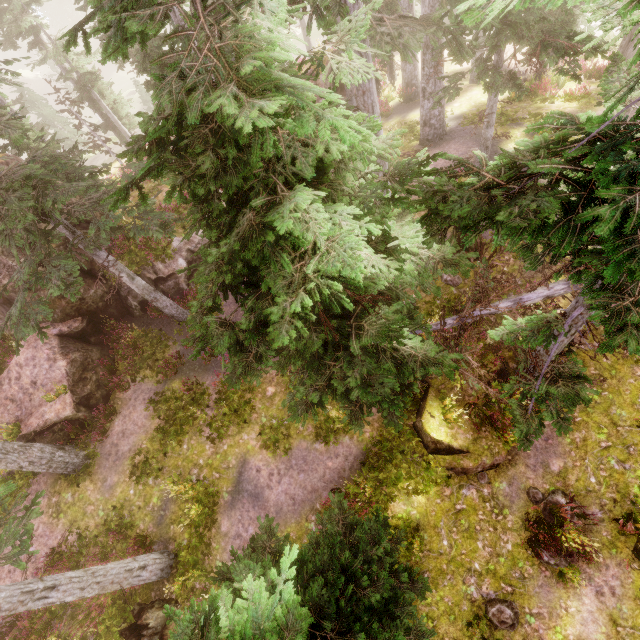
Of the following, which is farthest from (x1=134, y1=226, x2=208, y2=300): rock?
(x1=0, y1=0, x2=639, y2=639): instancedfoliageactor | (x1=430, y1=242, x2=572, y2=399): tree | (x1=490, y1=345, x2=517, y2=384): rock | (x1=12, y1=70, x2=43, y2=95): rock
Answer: (x1=12, y1=70, x2=43, y2=95): rock

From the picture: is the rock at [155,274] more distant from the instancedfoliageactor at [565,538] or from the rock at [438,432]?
the rock at [438,432]

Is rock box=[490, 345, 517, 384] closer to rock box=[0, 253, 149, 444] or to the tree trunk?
the tree trunk

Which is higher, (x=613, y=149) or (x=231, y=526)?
(x=613, y=149)

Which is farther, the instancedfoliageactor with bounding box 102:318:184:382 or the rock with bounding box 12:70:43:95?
the rock with bounding box 12:70:43:95

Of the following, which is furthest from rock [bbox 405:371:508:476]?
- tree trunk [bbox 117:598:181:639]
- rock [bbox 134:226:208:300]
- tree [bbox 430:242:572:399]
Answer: rock [bbox 134:226:208:300]

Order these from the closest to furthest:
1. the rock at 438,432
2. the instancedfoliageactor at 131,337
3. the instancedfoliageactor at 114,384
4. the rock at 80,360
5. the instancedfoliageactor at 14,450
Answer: the instancedfoliageactor at 14,450 → the rock at 438,432 → the rock at 80,360 → the instancedfoliageactor at 114,384 → the instancedfoliageactor at 131,337

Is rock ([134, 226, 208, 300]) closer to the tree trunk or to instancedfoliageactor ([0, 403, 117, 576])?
instancedfoliageactor ([0, 403, 117, 576])
